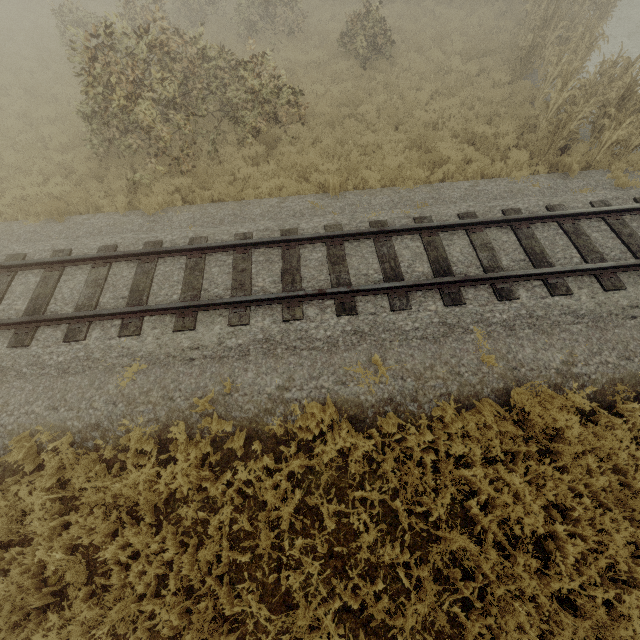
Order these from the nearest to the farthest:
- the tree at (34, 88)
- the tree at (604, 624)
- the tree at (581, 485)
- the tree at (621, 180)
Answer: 1. the tree at (604, 624)
2. the tree at (581, 485)
3. the tree at (621, 180)
4. the tree at (34, 88)

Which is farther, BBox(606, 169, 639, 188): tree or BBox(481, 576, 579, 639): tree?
BBox(606, 169, 639, 188): tree

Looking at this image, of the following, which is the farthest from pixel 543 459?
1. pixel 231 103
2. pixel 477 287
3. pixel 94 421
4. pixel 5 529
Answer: pixel 231 103

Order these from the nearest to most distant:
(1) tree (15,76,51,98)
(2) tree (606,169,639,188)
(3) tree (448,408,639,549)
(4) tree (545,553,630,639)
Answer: (4) tree (545,553,630,639)
(3) tree (448,408,639,549)
(2) tree (606,169,639,188)
(1) tree (15,76,51,98)

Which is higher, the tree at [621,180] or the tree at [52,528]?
the tree at [621,180]

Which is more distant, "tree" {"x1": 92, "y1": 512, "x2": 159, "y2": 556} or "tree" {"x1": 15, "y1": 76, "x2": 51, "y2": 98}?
"tree" {"x1": 15, "y1": 76, "x2": 51, "y2": 98}

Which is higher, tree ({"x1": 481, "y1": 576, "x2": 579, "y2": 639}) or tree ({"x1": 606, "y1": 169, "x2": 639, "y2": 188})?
tree ({"x1": 606, "y1": 169, "x2": 639, "y2": 188})
